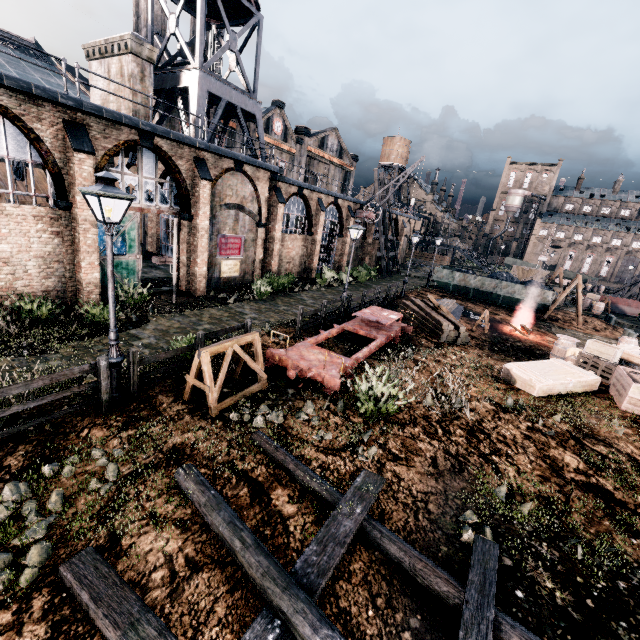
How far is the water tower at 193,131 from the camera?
20.9m

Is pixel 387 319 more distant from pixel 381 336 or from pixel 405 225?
pixel 405 225

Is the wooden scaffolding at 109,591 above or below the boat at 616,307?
below

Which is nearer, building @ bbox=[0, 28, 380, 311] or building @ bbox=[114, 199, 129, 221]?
building @ bbox=[0, 28, 380, 311]

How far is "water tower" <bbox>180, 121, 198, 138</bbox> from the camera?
20.9m

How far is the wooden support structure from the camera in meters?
8.5 m

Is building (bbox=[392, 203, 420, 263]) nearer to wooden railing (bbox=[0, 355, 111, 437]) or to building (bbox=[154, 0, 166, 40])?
wooden railing (bbox=[0, 355, 111, 437])

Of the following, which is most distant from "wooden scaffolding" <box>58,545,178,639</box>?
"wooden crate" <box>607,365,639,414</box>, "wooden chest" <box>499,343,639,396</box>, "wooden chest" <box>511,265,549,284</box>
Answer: "wooden chest" <box>511,265,549,284</box>
